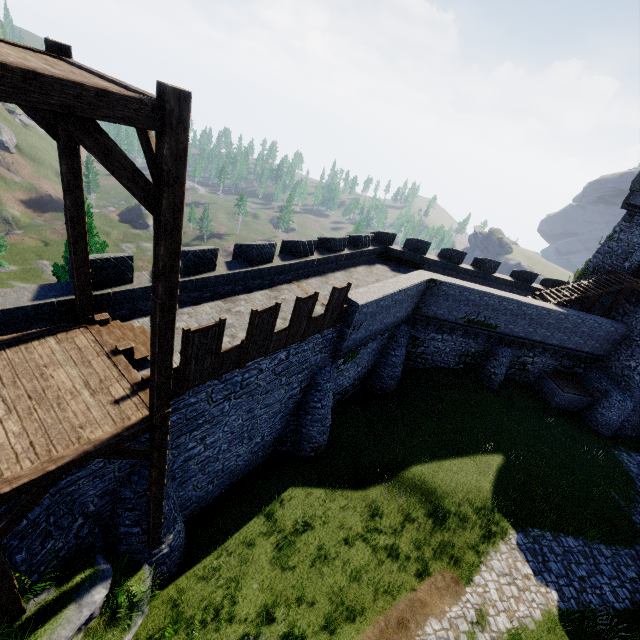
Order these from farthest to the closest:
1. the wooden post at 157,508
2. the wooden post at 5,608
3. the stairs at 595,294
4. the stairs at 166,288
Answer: the stairs at 595,294
the wooden post at 157,508
the wooden post at 5,608
the stairs at 166,288

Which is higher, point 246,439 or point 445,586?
point 246,439

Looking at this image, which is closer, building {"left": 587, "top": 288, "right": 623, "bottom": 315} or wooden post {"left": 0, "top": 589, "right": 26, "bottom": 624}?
wooden post {"left": 0, "top": 589, "right": 26, "bottom": 624}

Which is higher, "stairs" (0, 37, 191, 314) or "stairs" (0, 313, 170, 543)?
"stairs" (0, 37, 191, 314)

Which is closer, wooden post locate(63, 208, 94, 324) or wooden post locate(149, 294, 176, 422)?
wooden post locate(149, 294, 176, 422)

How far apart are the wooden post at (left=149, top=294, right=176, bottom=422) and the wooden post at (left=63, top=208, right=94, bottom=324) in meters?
3.6 m

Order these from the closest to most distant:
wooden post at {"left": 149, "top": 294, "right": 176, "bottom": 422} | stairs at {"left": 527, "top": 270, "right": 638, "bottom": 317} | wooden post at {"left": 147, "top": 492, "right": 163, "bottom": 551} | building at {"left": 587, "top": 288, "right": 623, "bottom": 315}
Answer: wooden post at {"left": 149, "top": 294, "right": 176, "bottom": 422}
wooden post at {"left": 147, "top": 492, "right": 163, "bottom": 551}
stairs at {"left": 527, "top": 270, "right": 638, "bottom": 317}
building at {"left": 587, "top": 288, "right": 623, "bottom": 315}

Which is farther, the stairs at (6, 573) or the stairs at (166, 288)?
the stairs at (6, 573)
